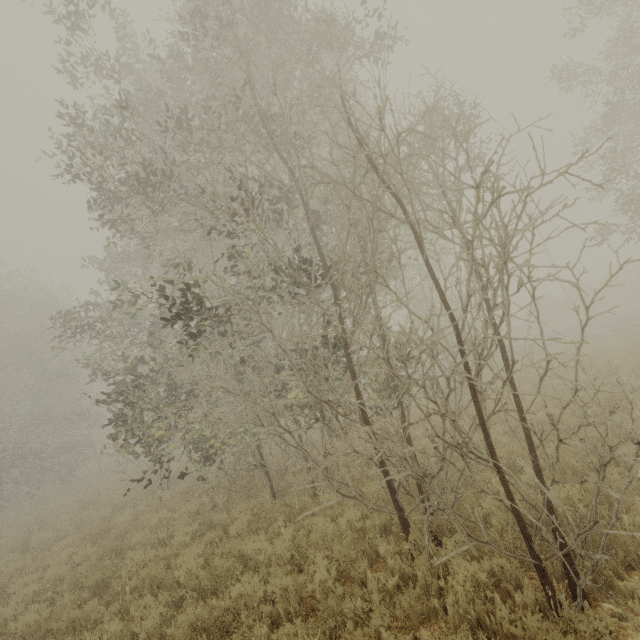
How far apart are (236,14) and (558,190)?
35.15m
